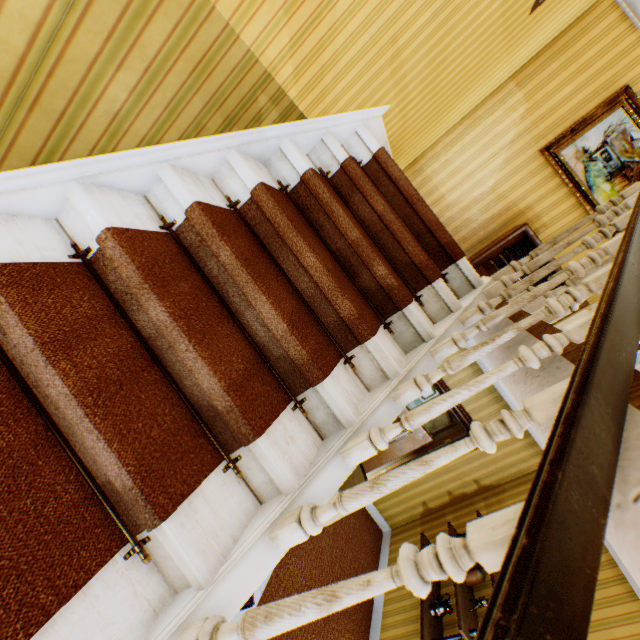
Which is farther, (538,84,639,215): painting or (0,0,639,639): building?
(538,84,639,215): painting

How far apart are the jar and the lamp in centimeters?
279cm

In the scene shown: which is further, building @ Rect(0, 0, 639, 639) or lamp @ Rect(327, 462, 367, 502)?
lamp @ Rect(327, 462, 367, 502)

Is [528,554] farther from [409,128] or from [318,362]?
[409,128]

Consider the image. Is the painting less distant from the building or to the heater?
the building

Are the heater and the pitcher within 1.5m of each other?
no

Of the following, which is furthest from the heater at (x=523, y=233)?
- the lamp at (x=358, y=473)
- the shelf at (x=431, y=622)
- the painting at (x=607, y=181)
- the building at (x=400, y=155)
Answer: the lamp at (x=358, y=473)

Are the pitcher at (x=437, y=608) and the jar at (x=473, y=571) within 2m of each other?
yes
